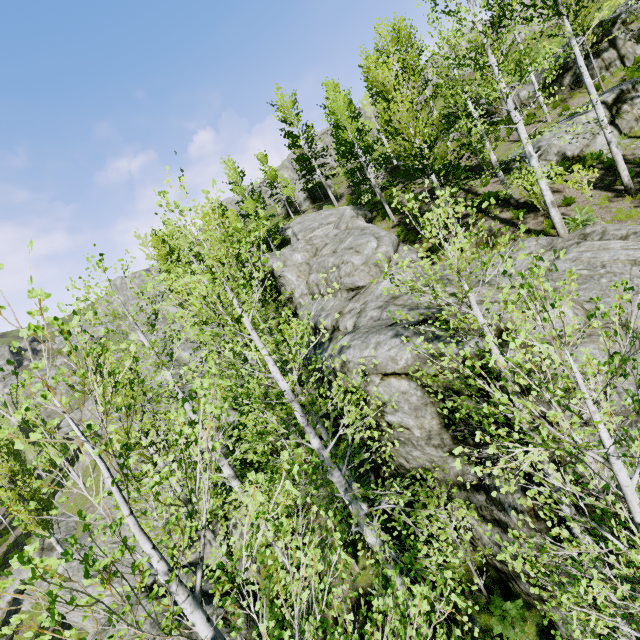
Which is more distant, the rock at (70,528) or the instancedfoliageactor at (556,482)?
the rock at (70,528)

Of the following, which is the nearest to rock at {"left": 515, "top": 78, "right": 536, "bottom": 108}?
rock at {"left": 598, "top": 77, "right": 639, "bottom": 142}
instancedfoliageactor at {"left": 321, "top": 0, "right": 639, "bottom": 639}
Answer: rock at {"left": 598, "top": 77, "right": 639, "bottom": 142}

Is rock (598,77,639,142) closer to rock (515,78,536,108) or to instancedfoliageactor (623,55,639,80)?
instancedfoliageactor (623,55,639,80)

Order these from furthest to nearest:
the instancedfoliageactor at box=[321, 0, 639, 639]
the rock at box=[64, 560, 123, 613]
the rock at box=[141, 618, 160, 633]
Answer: the rock at box=[64, 560, 123, 613], the rock at box=[141, 618, 160, 633], the instancedfoliageactor at box=[321, 0, 639, 639]

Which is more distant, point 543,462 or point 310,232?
point 310,232

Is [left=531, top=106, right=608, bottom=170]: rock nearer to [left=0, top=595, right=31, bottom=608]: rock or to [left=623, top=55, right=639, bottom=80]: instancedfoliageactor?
[left=623, top=55, right=639, bottom=80]: instancedfoliageactor

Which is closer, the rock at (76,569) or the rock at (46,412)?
the rock at (76,569)

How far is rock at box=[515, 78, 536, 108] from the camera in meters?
23.2
